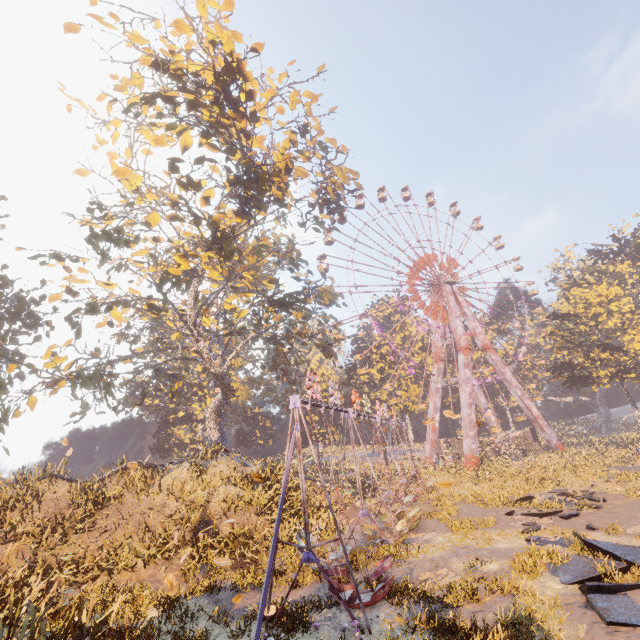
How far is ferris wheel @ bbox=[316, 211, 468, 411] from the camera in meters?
45.4

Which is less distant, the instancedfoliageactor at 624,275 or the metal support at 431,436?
the metal support at 431,436

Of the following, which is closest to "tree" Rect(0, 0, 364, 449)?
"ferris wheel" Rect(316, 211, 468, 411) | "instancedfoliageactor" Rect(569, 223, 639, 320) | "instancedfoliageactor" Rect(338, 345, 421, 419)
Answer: "ferris wheel" Rect(316, 211, 468, 411)

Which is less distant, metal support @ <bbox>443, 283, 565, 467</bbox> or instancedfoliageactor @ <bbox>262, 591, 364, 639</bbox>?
instancedfoliageactor @ <bbox>262, 591, 364, 639</bbox>

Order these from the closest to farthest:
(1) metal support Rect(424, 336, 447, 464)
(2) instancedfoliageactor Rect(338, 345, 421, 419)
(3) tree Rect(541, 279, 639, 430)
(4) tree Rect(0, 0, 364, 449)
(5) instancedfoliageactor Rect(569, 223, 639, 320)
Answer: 1. (4) tree Rect(0, 0, 364, 449)
2. (3) tree Rect(541, 279, 639, 430)
3. (1) metal support Rect(424, 336, 447, 464)
4. (5) instancedfoliageactor Rect(569, 223, 639, 320)
5. (2) instancedfoliageactor Rect(338, 345, 421, 419)

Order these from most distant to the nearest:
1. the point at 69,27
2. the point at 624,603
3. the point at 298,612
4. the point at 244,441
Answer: the point at 244,441 → the point at 69,27 → the point at 298,612 → the point at 624,603

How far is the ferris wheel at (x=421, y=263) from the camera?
45.4 meters

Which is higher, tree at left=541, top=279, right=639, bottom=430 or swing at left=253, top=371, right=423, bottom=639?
tree at left=541, top=279, right=639, bottom=430
